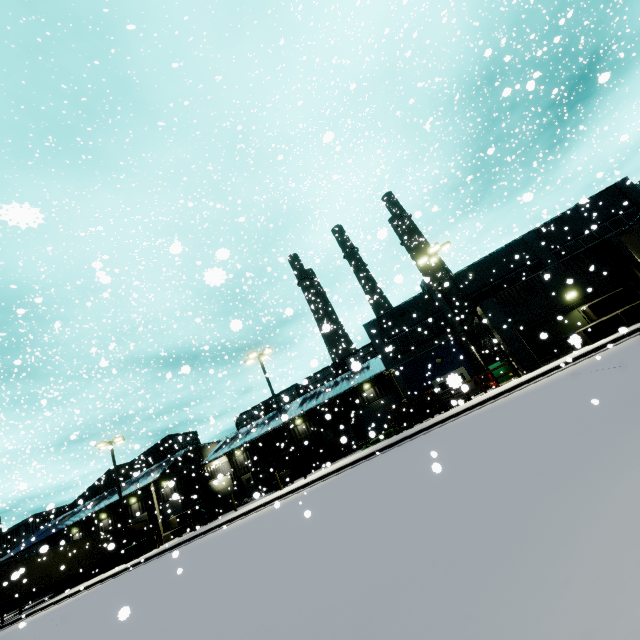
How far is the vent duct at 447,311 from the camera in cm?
2612

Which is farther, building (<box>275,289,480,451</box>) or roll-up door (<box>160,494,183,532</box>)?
roll-up door (<box>160,494,183,532</box>)

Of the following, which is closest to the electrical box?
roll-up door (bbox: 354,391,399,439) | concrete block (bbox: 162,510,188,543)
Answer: concrete block (bbox: 162,510,188,543)

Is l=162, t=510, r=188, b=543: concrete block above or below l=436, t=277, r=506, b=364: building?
below

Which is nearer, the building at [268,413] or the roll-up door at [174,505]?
the roll-up door at [174,505]

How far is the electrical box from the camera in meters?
24.8 m

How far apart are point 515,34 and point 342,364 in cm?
4460

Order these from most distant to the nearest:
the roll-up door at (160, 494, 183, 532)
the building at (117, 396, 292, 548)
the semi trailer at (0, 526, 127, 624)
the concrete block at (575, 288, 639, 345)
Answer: the building at (117, 396, 292, 548) < the roll-up door at (160, 494, 183, 532) < the semi trailer at (0, 526, 127, 624) < the concrete block at (575, 288, 639, 345)
